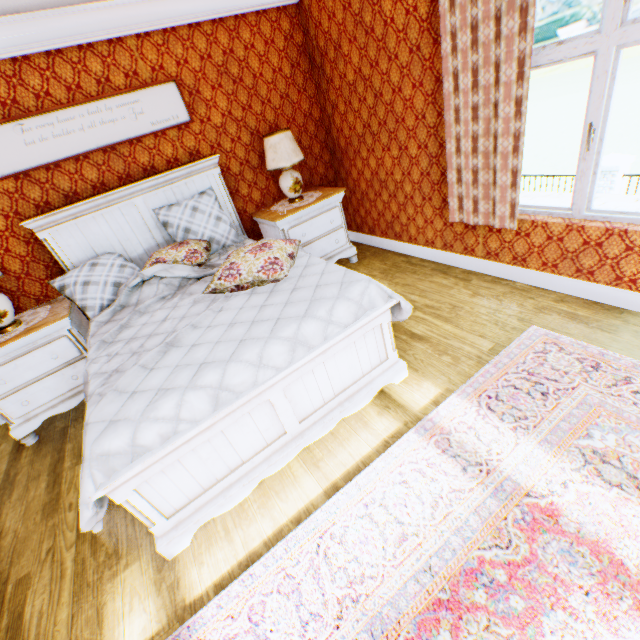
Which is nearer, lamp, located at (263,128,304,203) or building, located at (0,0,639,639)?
building, located at (0,0,639,639)

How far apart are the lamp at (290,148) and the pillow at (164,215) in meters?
0.7

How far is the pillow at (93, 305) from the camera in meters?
3.0 m

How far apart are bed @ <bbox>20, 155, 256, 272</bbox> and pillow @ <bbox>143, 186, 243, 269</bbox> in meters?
0.1 m

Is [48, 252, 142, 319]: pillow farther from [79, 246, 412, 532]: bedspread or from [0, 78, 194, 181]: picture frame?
[0, 78, 194, 181]: picture frame

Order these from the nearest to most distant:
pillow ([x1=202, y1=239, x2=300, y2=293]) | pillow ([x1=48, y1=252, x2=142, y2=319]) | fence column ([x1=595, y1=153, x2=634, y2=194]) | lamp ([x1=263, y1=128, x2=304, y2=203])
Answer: pillow ([x1=202, y1=239, x2=300, y2=293]) → pillow ([x1=48, y1=252, x2=142, y2=319]) → lamp ([x1=263, y1=128, x2=304, y2=203]) → fence column ([x1=595, y1=153, x2=634, y2=194])

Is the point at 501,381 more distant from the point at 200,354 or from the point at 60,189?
the point at 60,189

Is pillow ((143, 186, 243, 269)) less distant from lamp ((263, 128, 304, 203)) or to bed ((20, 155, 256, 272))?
bed ((20, 155, 256, 272))
